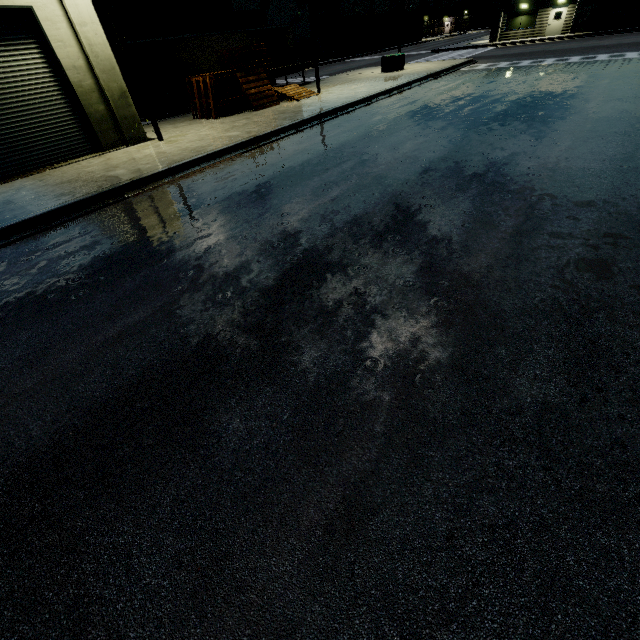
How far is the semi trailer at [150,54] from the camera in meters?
19.5 m

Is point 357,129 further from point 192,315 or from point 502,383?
point 502,383

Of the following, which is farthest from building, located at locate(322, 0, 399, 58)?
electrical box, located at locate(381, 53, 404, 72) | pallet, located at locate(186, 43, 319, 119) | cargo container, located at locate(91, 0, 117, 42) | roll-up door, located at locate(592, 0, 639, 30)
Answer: electrical box, located at locate(381, 53, 404, 72)

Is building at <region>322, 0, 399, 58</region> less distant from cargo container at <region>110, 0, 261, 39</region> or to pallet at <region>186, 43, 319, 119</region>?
pallet at <region>186, 43, 319, 119</region>

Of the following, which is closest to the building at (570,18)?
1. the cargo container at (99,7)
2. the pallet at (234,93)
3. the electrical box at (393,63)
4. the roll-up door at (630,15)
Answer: the roll-up door at (630,15)

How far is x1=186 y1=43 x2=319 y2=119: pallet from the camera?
16.4 meters

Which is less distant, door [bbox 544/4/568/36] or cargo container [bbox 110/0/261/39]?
cargo container [bbox 110/0/261/39]

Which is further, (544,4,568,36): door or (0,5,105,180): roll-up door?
(544,4,568,36): door
